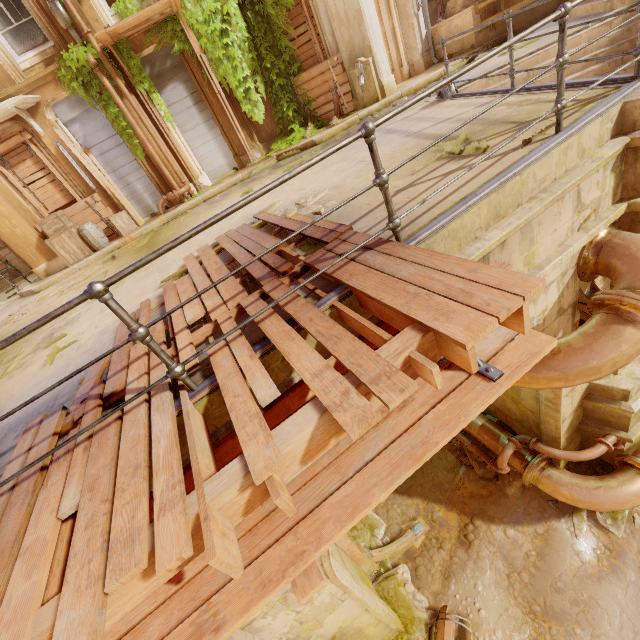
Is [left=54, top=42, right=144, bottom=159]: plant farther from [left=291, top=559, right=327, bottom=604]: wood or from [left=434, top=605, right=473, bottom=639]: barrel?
[left=434, top=605, right=473, bottom=639]: barrel

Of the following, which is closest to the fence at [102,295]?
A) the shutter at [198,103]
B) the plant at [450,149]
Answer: the plant at [450,149]

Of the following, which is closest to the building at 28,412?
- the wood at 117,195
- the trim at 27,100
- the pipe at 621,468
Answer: the pipe at 621,468

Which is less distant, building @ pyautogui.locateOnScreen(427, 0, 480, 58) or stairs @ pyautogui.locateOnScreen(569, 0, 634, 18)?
stairs @ pyautogui.locateOnScreen(569, 0, 634, 18)

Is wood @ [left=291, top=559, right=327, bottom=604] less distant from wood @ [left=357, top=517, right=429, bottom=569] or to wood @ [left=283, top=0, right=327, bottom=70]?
wood @ [left=357, top=517, right=429, bottom=569]

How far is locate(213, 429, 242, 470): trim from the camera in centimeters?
212cm

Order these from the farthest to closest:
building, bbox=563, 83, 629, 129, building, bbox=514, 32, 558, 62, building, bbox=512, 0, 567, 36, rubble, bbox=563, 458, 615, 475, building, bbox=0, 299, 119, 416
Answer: building, bbox=512, 0, 567, 36 → building, bbox=514, 32, 558, 62 → rubble, bbox=563, 458, 615, 475 → building, bbox=0, 299, 119, 416 → building, bbox=563, 83, 629, 129

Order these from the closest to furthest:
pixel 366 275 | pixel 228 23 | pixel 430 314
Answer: pixel 430 314 → pixel 366 275 → pixel 228 23
